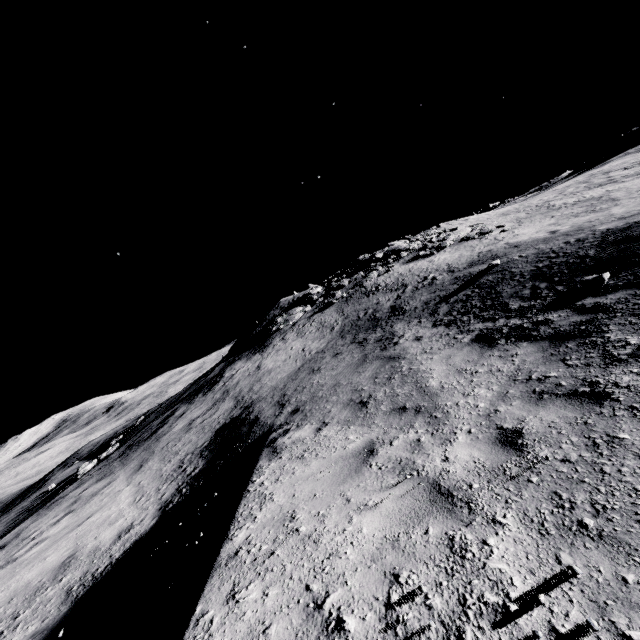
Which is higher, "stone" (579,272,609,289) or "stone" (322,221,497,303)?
"stone" (322,221,497,303)

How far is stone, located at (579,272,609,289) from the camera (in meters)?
6.87

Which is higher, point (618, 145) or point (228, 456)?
point (618, 145)

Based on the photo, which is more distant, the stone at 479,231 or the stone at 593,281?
the stone at 479,231

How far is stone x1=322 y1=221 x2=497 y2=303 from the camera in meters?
21.9 m

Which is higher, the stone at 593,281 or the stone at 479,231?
the stone at 479,231

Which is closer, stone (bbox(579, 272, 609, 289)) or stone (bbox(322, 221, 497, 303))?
stone (bbox(579, 272, 609, 289))

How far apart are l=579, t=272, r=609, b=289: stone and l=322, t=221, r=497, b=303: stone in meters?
16.8
